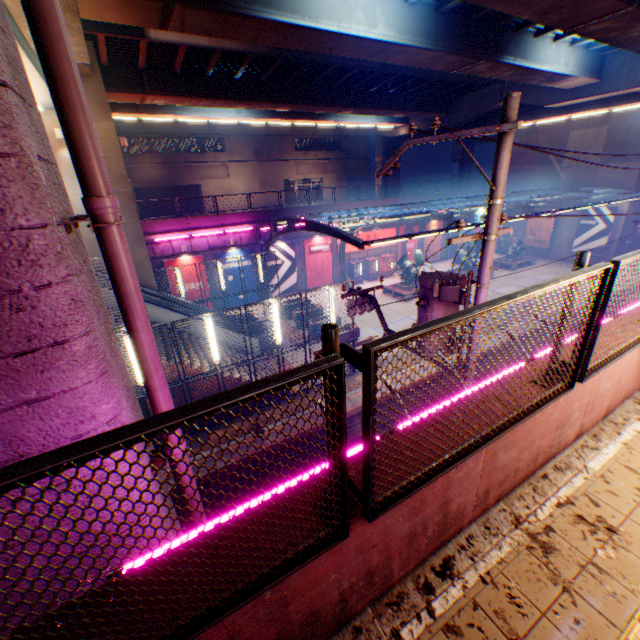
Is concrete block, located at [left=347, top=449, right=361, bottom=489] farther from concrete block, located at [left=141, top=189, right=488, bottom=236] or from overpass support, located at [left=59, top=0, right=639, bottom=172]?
concrete block, located at [left=141, top=189, right=488, bottom=236]

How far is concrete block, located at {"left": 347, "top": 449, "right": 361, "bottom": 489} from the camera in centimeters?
228cm

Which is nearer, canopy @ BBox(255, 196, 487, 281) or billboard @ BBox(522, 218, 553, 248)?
canopy @ BBox(255, 196, 487, 281)

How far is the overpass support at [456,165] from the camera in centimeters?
4500cm

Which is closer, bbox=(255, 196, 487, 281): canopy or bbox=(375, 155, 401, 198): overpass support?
bbox=(255, 196, 487, 281): canopy

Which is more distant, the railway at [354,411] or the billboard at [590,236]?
the billboard at [590,236]

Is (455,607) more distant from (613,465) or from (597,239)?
(597,239)

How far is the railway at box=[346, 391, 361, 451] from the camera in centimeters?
1370cm
